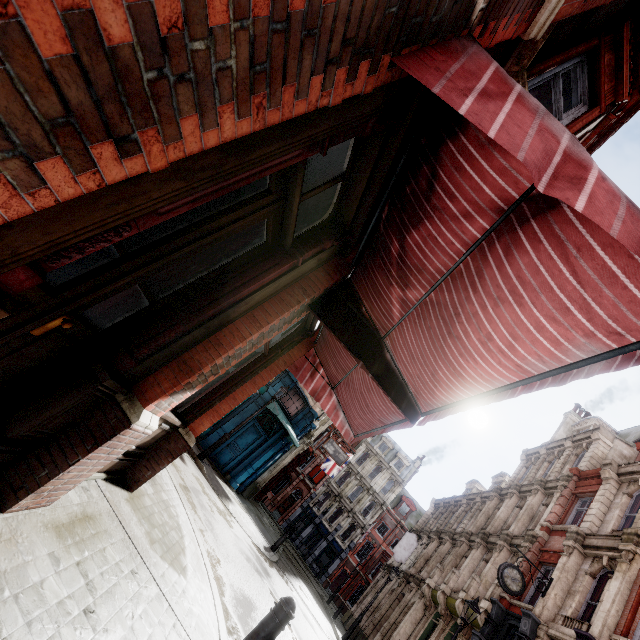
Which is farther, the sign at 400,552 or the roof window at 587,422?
the sign at 400,552

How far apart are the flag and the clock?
19.3 meters

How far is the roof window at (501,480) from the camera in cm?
2637

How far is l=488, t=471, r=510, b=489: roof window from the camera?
A: 26.4m

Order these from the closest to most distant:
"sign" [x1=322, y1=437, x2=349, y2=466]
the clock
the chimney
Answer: the clock
"sign" [x1=322, y1=437, x2=349, y2=466]
the chimney

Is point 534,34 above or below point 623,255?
above

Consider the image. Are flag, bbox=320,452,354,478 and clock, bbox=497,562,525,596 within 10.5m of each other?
no

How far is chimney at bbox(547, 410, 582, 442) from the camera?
25.6m
